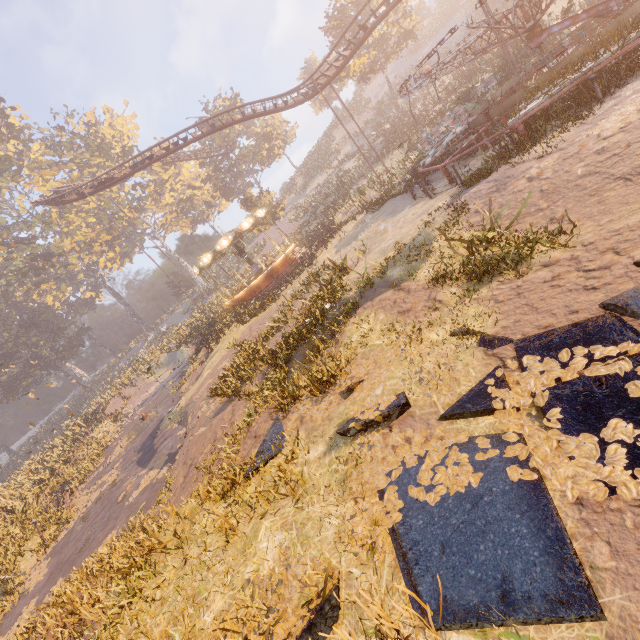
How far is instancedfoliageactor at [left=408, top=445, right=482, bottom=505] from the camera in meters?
3.3 m

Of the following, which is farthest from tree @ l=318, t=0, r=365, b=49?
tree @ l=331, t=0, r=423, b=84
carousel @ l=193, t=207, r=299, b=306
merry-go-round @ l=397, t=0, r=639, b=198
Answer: merry-go-round @ l=397, t=0, r=639, b=198

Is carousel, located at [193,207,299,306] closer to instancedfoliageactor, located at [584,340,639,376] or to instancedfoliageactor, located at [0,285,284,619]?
instancedfoliageactor, located at [0,285,284,619]

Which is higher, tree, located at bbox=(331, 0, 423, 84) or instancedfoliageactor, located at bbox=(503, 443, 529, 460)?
tree, located at bbox=(331, 0, 423, 84)

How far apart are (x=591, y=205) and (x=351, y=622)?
7.21m

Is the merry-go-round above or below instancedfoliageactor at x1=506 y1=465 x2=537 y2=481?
above

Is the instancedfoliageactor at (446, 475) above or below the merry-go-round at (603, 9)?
below

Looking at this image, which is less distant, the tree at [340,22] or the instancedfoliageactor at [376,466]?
the instancedfoliageactor at [376,466]
